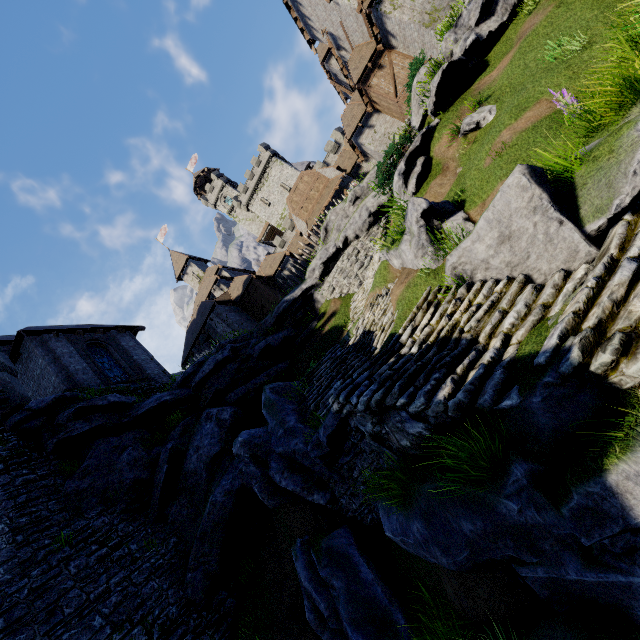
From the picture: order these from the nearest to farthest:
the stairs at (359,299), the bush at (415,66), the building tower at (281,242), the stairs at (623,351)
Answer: the stairs at (623,351) → the bush at (415,66) → the stairs at (359,299) → the building tower at (281,242)

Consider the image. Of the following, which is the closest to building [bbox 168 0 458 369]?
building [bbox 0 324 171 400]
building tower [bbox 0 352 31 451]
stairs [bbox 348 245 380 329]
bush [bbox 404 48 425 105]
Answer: bush [bbox 404 48 425 105]

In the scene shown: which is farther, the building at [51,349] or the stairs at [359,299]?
the building at [51,349]

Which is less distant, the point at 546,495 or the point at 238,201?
the point at 546,495

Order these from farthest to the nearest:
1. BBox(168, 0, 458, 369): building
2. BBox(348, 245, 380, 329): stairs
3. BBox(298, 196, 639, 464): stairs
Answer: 1. BBox(168, 0, 458, 369): building
2. BBox(348, 245, 380, 329): stairs
3. BBox(298, 196, 639, 464): stairs

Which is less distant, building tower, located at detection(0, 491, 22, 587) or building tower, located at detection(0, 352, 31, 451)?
building tower, located at detection(0, 491, 22, 587)

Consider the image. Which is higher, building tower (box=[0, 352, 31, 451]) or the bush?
building tower (box=[0, 352, 31, 451])

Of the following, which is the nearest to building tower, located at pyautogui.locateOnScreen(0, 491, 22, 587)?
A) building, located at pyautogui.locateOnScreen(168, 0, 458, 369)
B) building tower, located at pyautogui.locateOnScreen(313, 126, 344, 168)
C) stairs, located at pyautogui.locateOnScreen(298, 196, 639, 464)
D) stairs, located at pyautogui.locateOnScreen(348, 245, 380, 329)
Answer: stairs, located at pyautogui.locateOnScreen(298, 196, 639, 464)
